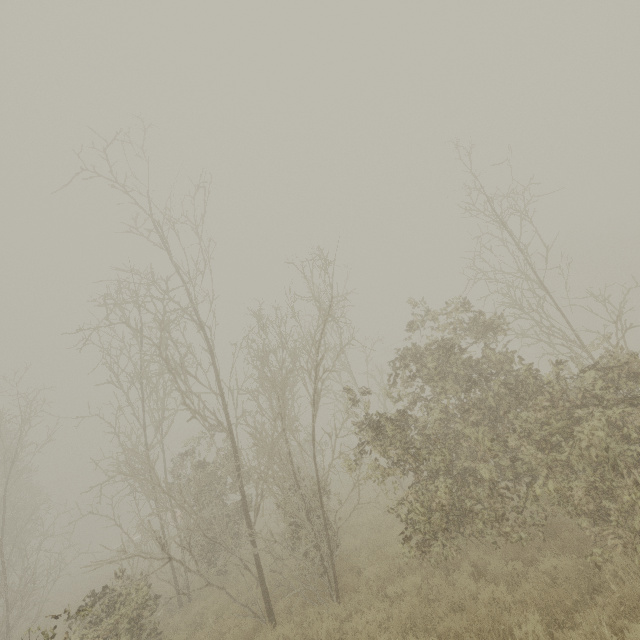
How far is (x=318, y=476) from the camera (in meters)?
8.55
